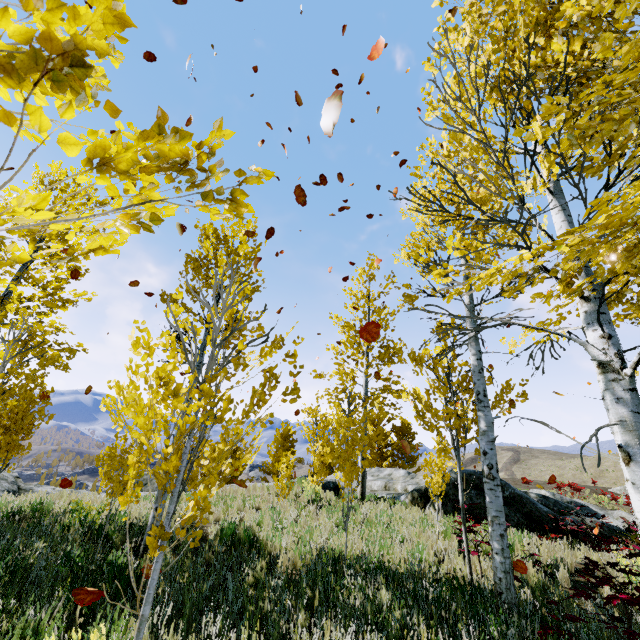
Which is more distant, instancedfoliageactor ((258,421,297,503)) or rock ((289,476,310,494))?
rock ((289,476,310,494))

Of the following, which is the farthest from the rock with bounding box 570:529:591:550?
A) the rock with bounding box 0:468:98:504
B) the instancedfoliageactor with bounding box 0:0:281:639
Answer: the rock with bounding box 0:468:98:504

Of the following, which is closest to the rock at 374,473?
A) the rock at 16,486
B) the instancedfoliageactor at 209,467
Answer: the instancedfoliageactor at 209,467

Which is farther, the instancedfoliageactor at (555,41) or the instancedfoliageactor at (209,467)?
the instancedfoliageactor at (555,41)

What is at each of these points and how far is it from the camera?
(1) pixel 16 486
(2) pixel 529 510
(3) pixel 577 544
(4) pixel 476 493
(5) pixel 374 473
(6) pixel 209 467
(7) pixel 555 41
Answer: (1) rock, 12.8 meters
(2) rock, 10.5 meters
(3) rock, 8.9 meters
(4) rock, 10.6 meters
(5) rock, 19.1 meters
(6) instancedfoliageactor, 3.2 meters
(7) instancedfoliageactor, 2.7 meters

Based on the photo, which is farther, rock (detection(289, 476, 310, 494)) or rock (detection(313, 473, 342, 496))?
rock (detection(313, 473, 342, 496))

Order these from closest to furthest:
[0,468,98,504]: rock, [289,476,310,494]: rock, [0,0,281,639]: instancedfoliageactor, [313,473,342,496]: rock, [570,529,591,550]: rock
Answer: [0,0,281,639]: instancedfoliageactor → [570,529,591,550]: rock → [0,468,98,504]: rock → [289,476,310,494]: rock → [313,473,342,496]: rock

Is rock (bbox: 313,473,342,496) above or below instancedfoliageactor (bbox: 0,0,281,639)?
below
